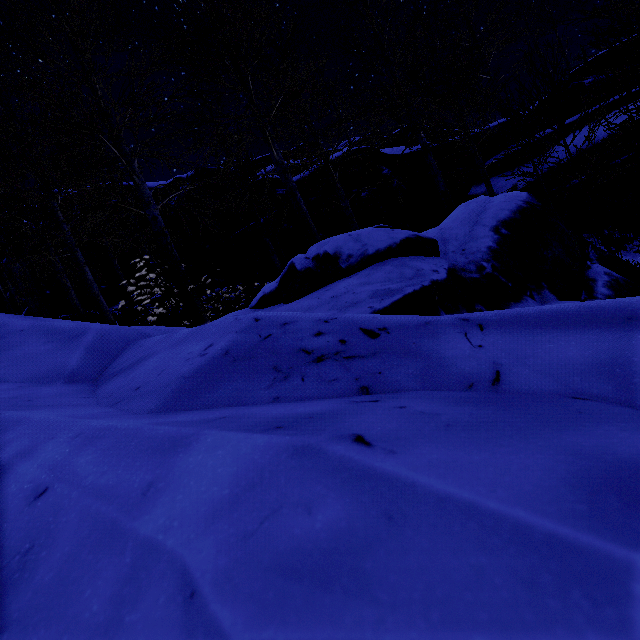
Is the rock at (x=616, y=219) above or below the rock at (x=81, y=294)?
below

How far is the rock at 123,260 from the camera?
13.20m

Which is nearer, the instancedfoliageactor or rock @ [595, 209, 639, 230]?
the instancedfoliageactor

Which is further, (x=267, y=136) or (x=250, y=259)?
(x=250, y=259)

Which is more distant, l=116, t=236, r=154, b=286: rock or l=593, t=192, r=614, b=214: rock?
l=116, t=236, r=154, b=286: rock

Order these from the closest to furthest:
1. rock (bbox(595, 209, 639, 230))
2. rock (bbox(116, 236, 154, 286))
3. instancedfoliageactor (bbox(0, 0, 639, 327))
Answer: instancedfoliageactor (bbox(0, 0, 639, 327)) → rock (bbox(595, 209, 639, 230)) → rock (bbox(116, 236, 154, 286))

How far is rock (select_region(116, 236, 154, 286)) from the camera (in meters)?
13.20
